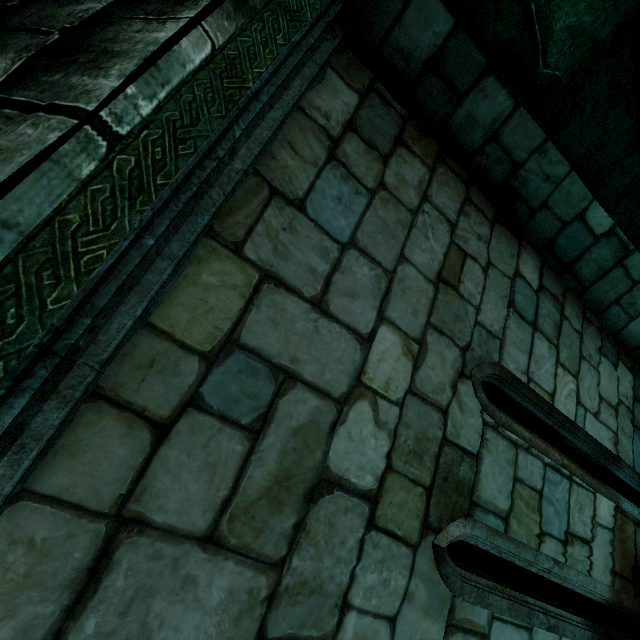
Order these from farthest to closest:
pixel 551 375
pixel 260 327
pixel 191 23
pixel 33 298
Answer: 1. pixel 551 375
2. pixel 191 23
3. pixel 260 327
4. pixel 33 298

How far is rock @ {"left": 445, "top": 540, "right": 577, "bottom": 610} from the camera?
6.8m

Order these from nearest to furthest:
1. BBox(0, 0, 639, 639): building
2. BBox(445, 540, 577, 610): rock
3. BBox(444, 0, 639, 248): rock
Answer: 1. BBox(0, 0, 639, 639): building
2. BBox(444, 0, 639, 248): rock
3. BBox(445, 540, 577, 610): rock

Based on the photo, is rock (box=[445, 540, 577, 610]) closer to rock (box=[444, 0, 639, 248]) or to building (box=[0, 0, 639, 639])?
rock (box=[444, 0, 639, 248])

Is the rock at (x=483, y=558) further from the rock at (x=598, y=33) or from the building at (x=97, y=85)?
the building at (x=97, y=85)

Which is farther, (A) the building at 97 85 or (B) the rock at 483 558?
(B) the rock at 483 558

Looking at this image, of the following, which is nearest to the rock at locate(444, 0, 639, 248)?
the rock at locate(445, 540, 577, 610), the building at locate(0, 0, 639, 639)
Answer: the building at locate(0, 0, 639, 639)
